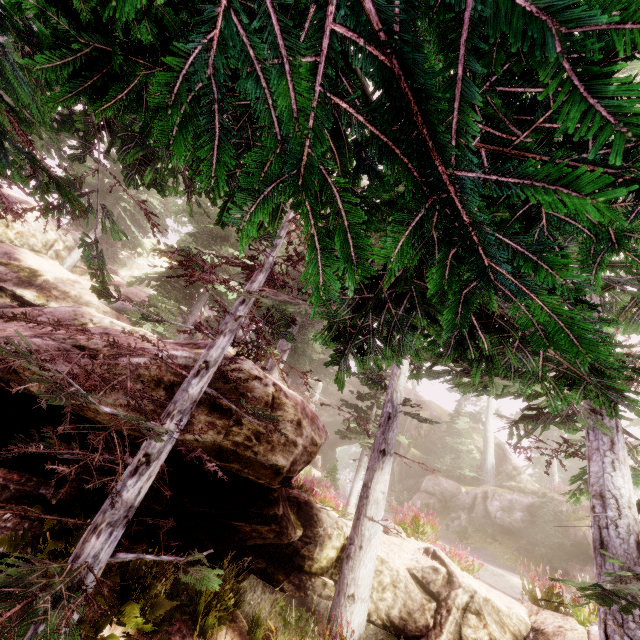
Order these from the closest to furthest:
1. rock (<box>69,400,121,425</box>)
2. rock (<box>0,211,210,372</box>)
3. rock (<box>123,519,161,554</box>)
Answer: rock (<box>69,400,121,425</box>), rock (<box>123,519,161,554</box>), rock (<box>0,211,210,372</box>)

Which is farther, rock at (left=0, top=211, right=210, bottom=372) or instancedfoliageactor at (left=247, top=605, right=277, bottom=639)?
rock at (left=0, top=211, right=210, bottom=372)

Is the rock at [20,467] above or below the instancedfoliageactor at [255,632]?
above

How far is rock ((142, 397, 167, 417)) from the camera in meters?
5.8

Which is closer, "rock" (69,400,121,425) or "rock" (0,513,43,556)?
"rock" (69,400,121,425)

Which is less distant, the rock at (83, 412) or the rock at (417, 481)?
the rock at (83, 412)

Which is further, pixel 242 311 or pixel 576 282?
pixel 242 311
